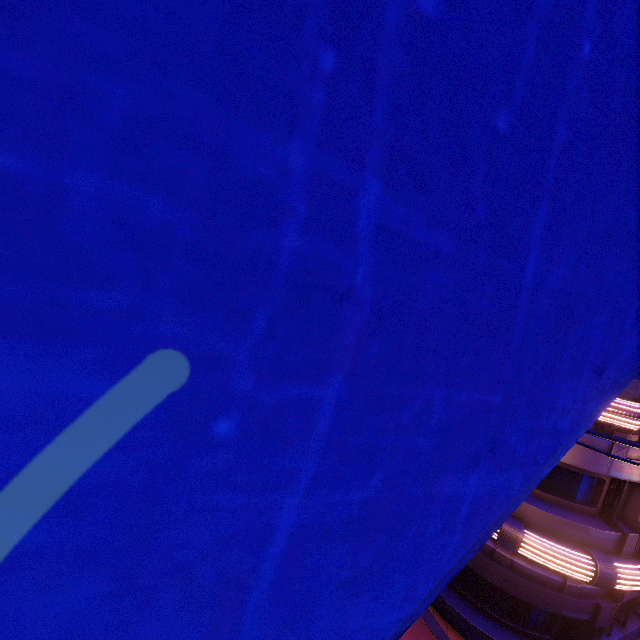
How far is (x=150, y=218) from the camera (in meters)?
0.51

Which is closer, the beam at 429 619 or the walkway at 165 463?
the walkway at 165 463

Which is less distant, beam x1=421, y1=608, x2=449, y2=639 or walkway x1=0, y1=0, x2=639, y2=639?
walkway x1=0, y1=0, x2=639, y2=639

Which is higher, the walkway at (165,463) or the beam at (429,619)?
the walkway at (165,463)

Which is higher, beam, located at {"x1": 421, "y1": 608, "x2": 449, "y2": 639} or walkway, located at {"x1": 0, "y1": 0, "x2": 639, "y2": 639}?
walkway, located at {"x1": 0, "y1": 0, "x2": 639, "y2": 639}
